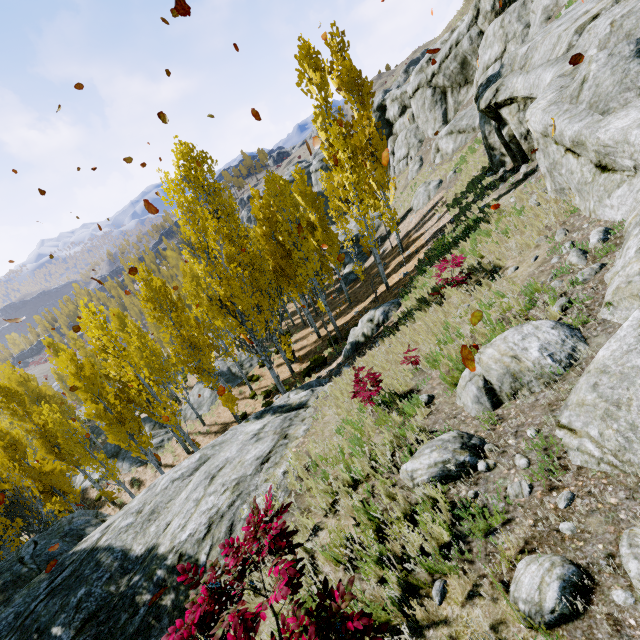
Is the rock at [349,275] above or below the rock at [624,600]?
below

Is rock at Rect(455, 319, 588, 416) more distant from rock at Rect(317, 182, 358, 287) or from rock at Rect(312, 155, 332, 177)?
rock at Rect(317, 182, 358, 287)

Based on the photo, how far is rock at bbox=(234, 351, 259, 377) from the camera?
26.50m

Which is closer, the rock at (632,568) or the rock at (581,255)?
the rock at (632,568)

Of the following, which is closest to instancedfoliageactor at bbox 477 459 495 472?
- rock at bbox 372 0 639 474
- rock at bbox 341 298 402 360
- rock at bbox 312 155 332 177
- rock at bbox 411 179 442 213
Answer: rock at bbox 312 155 332 177

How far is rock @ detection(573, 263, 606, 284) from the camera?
5.23m

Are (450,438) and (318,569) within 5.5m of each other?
yes

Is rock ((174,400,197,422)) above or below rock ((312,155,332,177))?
below
